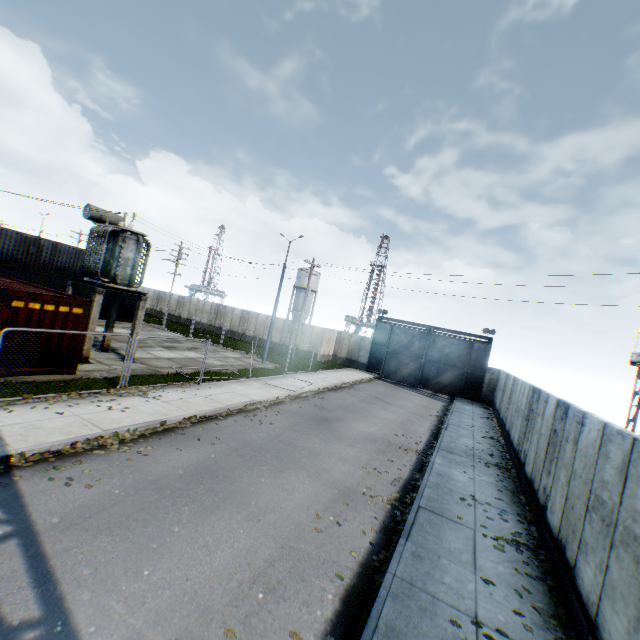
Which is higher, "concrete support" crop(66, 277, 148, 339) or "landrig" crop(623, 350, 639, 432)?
"landrig" crop(623, 350, 639, 432)

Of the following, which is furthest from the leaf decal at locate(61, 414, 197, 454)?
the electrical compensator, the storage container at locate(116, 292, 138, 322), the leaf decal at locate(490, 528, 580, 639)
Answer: the storage container at locate(116, 292, 138, 322)

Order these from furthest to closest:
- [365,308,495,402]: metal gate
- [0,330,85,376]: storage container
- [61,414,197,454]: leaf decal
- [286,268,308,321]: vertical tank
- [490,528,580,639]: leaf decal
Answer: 1. [286,268,308,321]: vertical tank
2. [365,308,495,402]: metal gate
3. [0,330,85,376]: storage container
4. [61,414,197,454]: leaf decal
5. [490,528,580,639]: leaf decal

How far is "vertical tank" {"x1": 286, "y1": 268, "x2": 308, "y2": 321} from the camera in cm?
5494

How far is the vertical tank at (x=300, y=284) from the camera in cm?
5494

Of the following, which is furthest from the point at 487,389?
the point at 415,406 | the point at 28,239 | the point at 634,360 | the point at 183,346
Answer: the point at 28,239

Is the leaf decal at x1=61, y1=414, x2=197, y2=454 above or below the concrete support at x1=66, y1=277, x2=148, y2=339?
below

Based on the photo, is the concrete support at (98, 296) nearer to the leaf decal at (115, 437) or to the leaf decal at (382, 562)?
the leaf decal at (115, 437)
